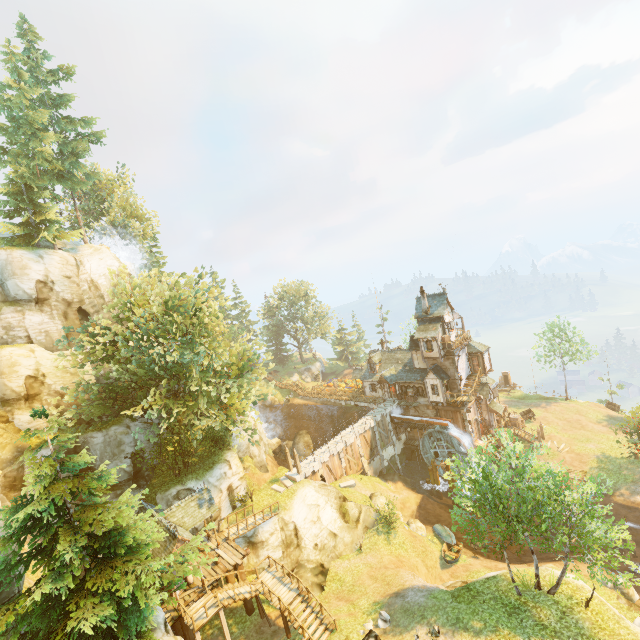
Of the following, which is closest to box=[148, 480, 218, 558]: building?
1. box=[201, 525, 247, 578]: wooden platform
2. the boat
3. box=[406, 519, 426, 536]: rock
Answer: box=[201, 525, 247, 578]: wooden platform

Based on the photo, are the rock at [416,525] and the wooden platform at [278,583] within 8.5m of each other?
no

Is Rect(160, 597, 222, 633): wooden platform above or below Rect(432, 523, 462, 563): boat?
above

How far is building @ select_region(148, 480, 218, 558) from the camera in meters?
19.8

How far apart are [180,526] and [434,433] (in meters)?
29.23

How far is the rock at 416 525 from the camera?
29.48m

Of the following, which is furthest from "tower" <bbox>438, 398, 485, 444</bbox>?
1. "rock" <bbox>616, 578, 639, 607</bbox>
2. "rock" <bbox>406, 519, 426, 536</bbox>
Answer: "rock" <bbox>616, 578, 639, 607</bbox>

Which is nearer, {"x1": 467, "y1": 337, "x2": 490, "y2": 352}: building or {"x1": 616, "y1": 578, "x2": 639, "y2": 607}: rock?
{"x1": 616, "y1": 578, "x2": 639, "y2": 607}: rock
